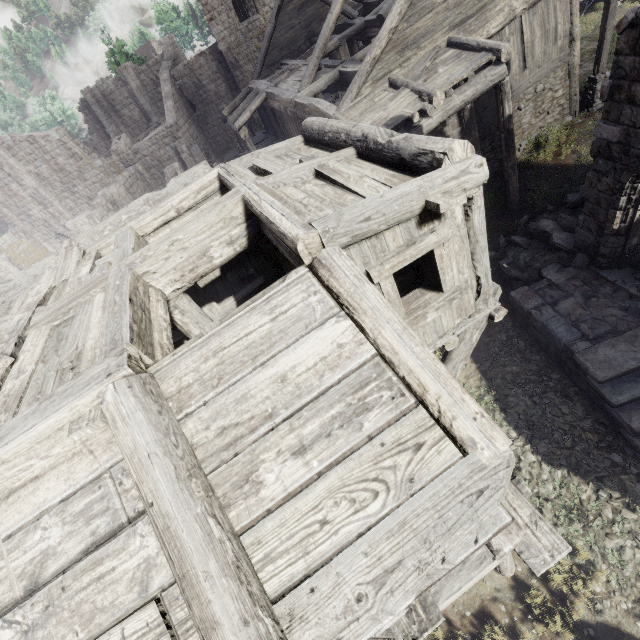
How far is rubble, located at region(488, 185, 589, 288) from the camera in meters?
10.1

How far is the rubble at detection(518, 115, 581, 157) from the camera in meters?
13.1 m

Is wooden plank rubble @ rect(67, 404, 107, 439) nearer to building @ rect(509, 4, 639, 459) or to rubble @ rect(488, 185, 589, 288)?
building @ rect(509, 4, 639, 459)

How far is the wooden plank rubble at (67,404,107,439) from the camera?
3.1 meters

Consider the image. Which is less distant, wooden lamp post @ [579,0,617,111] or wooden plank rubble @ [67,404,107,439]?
wooden plank rubble @ [67,404,107,439]

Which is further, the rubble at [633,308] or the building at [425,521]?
the rubble at [633,308]

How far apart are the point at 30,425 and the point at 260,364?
2.3m

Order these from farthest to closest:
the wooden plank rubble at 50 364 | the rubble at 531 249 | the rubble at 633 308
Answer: the rubble at 531 249, the rubble at 633 308, the wooden plank rubble at 50 364
